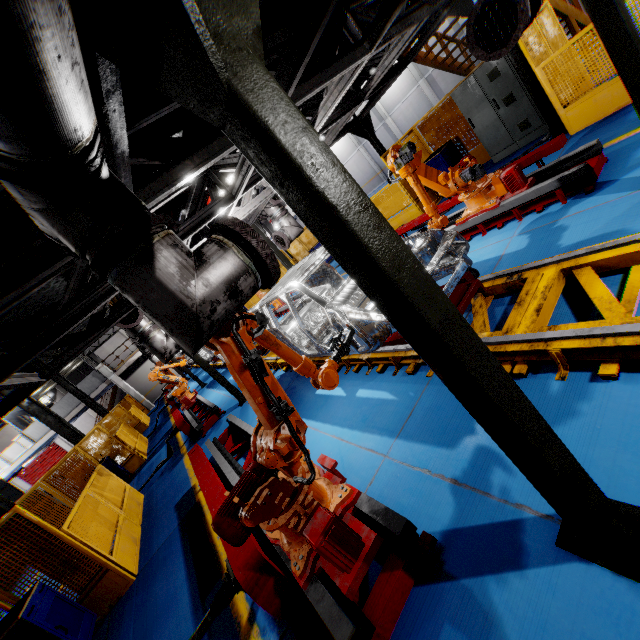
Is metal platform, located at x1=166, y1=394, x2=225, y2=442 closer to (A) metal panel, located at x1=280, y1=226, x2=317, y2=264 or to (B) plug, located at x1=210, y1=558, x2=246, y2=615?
(A) metal panel, located at x1=280, y1=226, x2=317, y2=264

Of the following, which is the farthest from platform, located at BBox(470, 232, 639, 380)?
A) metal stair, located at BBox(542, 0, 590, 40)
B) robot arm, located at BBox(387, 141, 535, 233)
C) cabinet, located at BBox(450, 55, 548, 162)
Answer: metal stair, located at BBox(542, 0, 590, 40)

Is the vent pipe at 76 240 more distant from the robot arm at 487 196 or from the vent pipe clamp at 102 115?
the robot arm at 487 196

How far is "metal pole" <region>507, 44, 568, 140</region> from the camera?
6.5m

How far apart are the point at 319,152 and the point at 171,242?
1.21m

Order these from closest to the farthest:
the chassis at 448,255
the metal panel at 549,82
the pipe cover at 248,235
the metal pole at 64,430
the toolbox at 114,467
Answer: the pipe cover at 248,235 < the chassis at 448,255 < the metal panel at 549,82 < the toolbox at 114,467 < the metal pole at 64,430

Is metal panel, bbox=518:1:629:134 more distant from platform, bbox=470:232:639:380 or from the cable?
platform, bbox=470:232:639:380

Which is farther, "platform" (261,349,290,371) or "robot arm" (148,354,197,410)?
"robot arm" (148,354,197,410)
